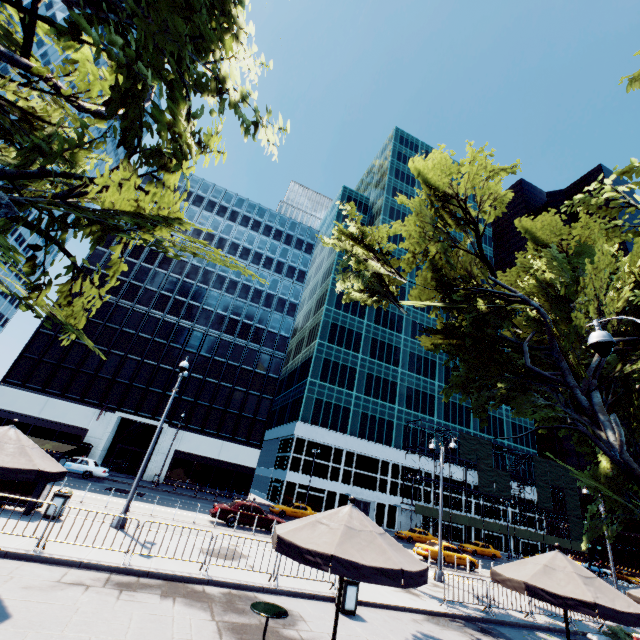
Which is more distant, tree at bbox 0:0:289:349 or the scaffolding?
the scaffolding

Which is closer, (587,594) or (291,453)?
(587,594)

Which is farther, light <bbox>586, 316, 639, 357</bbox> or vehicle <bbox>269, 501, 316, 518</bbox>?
vehicle <bbox>269, 501, 316, 518</bbox>

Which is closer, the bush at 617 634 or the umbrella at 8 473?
the umbrella at 8 473

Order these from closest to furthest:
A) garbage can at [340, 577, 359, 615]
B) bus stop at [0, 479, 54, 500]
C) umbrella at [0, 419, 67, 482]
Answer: umbrella at [0, 419, 67, 482] < garbage can at [340, 577, 359, 615] < bus stop at [0, 479, 54, 500]

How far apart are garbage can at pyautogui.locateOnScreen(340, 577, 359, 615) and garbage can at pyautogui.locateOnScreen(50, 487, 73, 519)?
10.8 meters

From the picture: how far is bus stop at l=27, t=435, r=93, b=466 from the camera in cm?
1296

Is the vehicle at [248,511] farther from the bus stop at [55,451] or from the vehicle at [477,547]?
the vehicle at [477,547]
